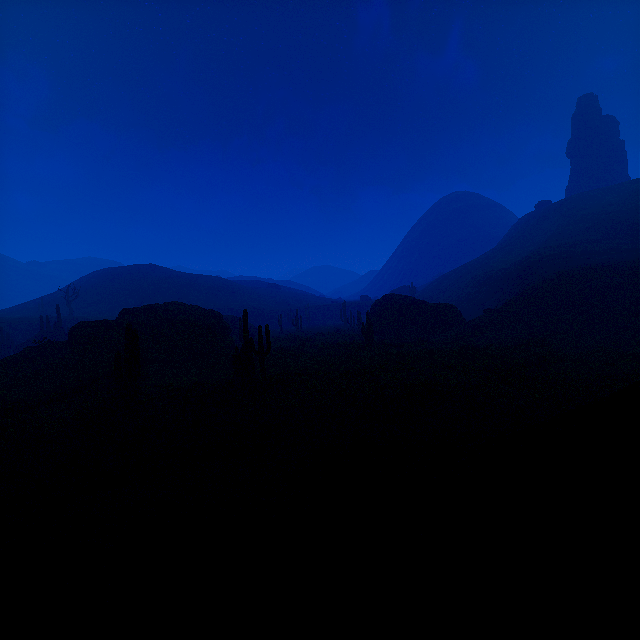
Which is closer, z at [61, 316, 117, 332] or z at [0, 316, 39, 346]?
z at [0, 316, 39, 346]

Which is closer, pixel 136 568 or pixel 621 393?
pixel 136 568

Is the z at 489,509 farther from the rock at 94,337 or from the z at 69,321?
the z at 69,321

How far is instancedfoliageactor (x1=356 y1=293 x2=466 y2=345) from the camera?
34.6 meters

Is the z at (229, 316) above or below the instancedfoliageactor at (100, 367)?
above

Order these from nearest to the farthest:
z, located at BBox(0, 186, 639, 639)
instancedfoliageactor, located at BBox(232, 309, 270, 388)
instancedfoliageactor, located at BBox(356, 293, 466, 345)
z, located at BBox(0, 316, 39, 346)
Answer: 1. z, located at BBox(0, 186, 639, 639)
2. instancedfoliageactor, located at BBox(232, 309, 270, 388)
3. instancedfoliageactor, located at BBox(356, 293, 466, 345)
4. z, located at BBox(0, 316, 39, 346)

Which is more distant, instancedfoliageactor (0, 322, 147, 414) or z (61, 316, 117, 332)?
z (61, 316, 117, 332)

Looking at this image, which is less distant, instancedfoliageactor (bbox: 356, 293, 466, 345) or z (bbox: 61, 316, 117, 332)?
instancedfoliageactor (bbox: 356, 293, 466, 345)
